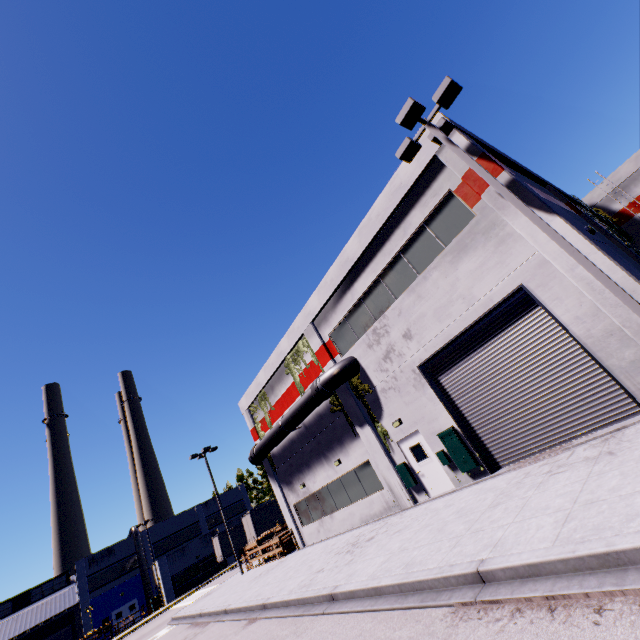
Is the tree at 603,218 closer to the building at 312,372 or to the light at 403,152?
the building at 312,372

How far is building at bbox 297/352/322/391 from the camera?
18.3m

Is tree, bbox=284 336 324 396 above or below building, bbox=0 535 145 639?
above

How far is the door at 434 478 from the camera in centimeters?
1299cm

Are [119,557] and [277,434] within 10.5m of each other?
no

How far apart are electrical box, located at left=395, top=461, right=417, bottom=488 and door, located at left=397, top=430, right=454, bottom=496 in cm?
5

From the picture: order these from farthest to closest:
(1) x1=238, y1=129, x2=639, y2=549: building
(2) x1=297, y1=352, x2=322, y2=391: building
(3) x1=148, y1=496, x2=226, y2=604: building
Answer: (3) x1=148, y1=496, x2=226, y2=604: building < (2) x1=297, y1=352, x2=322, y2=391: building < (1) x1=238, y1=129, x2=639, y2=549: building

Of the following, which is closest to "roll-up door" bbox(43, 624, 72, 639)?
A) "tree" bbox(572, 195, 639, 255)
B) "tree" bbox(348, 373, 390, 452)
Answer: "tree" bbox(348, 373, 390, 452)
